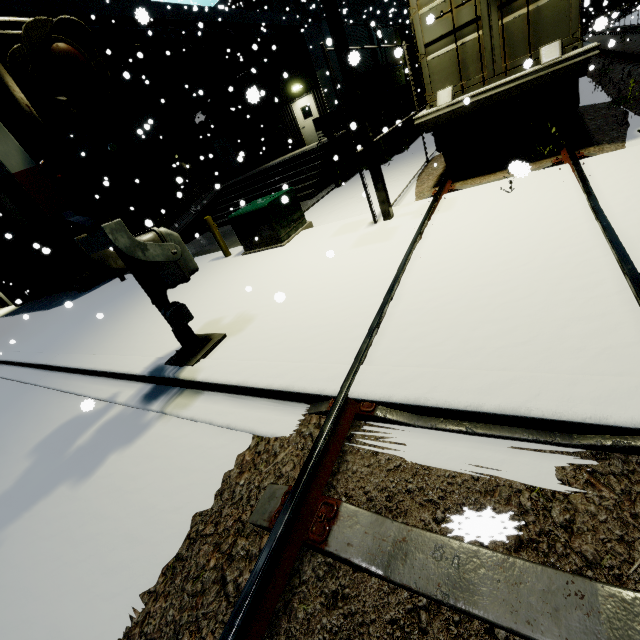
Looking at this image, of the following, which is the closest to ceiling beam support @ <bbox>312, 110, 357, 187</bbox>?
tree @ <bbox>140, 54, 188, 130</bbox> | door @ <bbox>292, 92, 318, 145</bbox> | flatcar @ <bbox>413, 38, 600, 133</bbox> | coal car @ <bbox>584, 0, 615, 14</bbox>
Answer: flatcar @ <bbox>413, 38, 600, 133</bbox>

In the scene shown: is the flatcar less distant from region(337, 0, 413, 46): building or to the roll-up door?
region(337, 0, 413, 46): building

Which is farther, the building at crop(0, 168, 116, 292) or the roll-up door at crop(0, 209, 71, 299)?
the roll-up door at crop(0, 209, 71, 299)

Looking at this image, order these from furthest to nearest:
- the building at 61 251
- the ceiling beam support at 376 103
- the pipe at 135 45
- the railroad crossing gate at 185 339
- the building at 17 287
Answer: the building at 17 287, the ceiling beam support at 376 103, the pipe at 135 45, the building at 61 251, the railroad crossing gate at 185 339

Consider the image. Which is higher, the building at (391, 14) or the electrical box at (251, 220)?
the building at (391, 14)

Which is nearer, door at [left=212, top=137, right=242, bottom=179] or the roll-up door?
the roll-up door

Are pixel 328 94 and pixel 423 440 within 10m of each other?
no

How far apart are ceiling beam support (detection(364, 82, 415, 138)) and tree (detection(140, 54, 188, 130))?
11.1m
